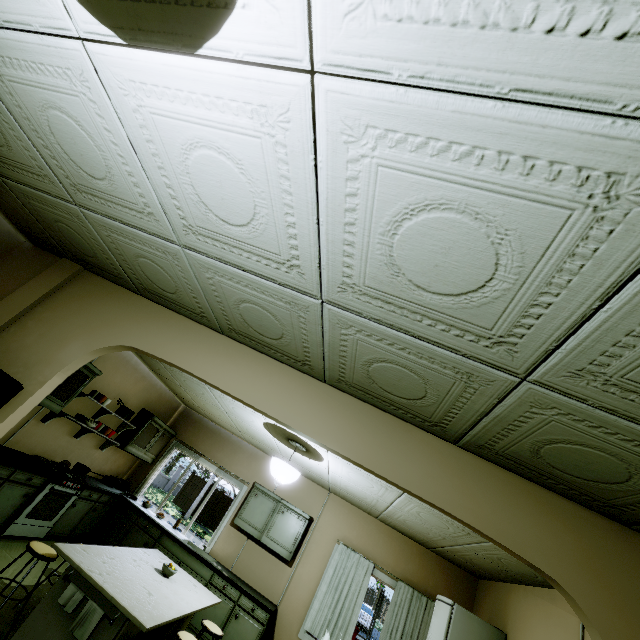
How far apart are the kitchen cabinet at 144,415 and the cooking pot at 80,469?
0.7 meters

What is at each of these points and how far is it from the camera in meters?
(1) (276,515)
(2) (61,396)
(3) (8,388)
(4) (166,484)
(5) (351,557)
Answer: (1) kitchen cabinet, 5.9 m
(2) kitchen cabinet, 4.7 m
(3) bookshelf, 2.4 m
(4) fence, 28.4 m
(5) curtain, 5.7 m

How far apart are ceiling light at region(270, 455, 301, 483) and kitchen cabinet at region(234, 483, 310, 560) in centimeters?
222cm

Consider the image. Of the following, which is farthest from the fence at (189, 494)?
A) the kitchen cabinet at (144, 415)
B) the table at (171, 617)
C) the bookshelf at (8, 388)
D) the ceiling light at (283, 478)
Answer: the bookshelf at (8, 388)

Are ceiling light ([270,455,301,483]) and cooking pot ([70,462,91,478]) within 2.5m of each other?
no

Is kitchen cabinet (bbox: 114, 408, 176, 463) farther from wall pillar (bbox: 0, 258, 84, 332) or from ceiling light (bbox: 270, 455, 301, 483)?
wall pillar (bbox: 0, 258, 84, 332)

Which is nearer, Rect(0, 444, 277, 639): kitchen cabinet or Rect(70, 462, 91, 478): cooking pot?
Rect(0, 444, 277, 639): kitchen cabinet

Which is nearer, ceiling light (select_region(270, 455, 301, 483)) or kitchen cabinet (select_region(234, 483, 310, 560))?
ceiling light (select_region(270, 455, 301, 483))
